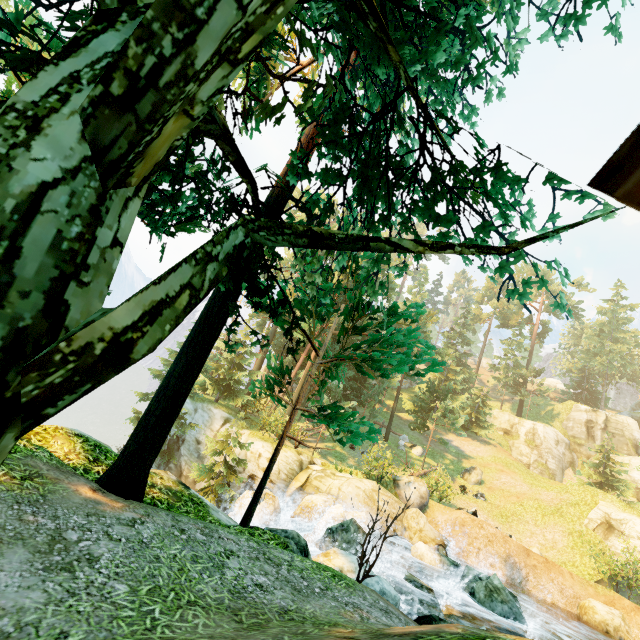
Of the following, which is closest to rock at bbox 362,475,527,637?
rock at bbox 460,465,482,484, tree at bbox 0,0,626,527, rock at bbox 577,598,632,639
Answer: tree at bbox 0,0,626,527

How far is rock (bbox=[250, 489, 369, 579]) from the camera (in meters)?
9.57

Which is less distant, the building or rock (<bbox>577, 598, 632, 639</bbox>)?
the building

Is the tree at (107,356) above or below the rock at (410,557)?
above

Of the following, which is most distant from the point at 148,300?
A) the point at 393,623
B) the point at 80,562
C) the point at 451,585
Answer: the point at 451,585

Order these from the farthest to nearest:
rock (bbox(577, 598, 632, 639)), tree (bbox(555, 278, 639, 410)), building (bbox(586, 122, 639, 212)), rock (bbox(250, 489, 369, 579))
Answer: tree (bbox(555, 278, 639, 410)) < rock (bbox(577, 598, 632, 639)) < rock (bbox(250, 489, 369, 579)) < building (bbox(586, 122, 639, 212))

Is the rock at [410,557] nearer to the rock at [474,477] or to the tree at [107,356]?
the tree at [107,356]

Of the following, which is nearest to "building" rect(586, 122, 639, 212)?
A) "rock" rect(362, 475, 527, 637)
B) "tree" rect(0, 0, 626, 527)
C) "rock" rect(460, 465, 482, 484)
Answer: "tree" rect(0, 0, 626, 527)
